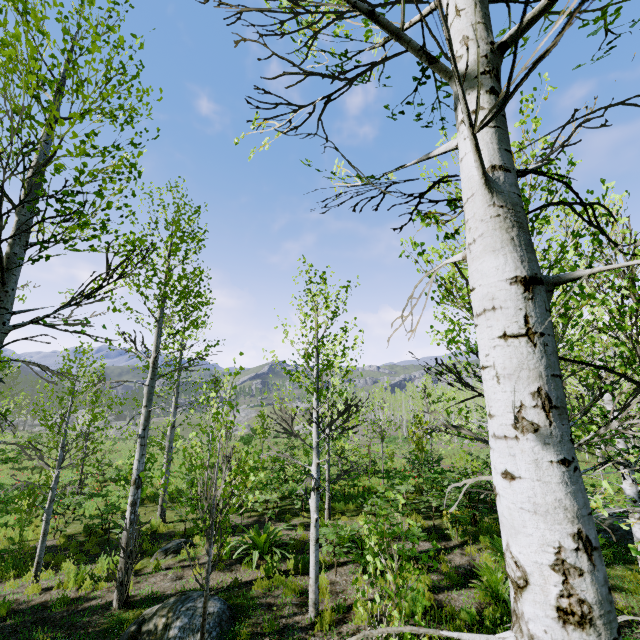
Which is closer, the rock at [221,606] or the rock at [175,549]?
the rock at [221,606]

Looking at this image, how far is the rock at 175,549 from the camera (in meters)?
9.23

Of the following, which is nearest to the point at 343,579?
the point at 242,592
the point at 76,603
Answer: the point at 242,592

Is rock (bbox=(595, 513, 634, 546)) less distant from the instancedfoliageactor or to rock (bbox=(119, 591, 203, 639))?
the instancedfoliageactor

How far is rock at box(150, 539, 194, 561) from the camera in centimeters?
923cm

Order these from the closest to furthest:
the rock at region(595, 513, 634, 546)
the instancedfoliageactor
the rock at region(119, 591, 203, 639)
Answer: the instancedfoliageactor
the rock at region(119, 591, 203, 639)
the rock at region(595, 513, 634, 546)

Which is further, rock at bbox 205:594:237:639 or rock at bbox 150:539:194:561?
rock at bbox 150:539:194:561

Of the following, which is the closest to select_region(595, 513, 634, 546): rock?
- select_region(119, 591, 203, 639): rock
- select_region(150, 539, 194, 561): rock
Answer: select_region(119, 591, 203, 639): rock
